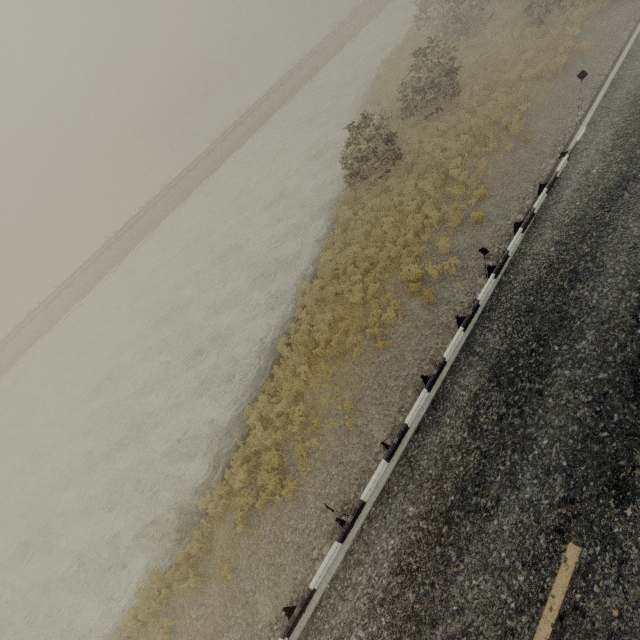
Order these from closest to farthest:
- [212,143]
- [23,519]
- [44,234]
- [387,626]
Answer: [387,626]
[23,519]
[212,143]
[44,234]
